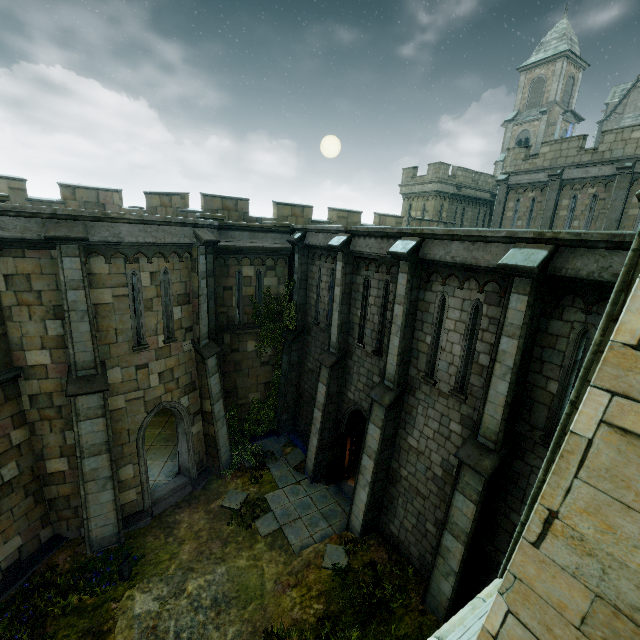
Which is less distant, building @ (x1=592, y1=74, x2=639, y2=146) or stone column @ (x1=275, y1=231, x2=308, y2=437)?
stone column @ (x1=275, y1=231, x2=308, y2=437)

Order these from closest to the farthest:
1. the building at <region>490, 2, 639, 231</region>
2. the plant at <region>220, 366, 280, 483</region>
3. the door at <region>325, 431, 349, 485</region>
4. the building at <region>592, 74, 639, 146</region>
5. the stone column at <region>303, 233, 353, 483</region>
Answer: the stone column at <region>303, 233, 353, 483</region>, the door at <region>325, 431, 349, 485</region>, the plant at <region>220, 366, 280, 483</region>, the building at <region>490, 2, 639, 231</region>, the building at <region>592, 74, 639, 146</region>

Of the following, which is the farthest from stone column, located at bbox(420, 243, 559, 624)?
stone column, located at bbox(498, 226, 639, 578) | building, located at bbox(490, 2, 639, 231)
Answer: building, located at bbox(490, 2, 639, 231)

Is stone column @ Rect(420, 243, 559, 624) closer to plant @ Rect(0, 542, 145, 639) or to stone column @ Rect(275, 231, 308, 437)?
plant @ Rect(0, 542, 145, 639)

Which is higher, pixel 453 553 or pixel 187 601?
pixel 453 553

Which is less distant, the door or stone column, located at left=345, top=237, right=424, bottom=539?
→ stone column, located at left=345, top=237, right=424, bottom=539

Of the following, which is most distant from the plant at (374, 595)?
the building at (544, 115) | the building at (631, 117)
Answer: the building at (631, 117)

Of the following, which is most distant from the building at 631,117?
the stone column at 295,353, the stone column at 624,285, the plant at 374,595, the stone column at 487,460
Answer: the plant at 374,595
